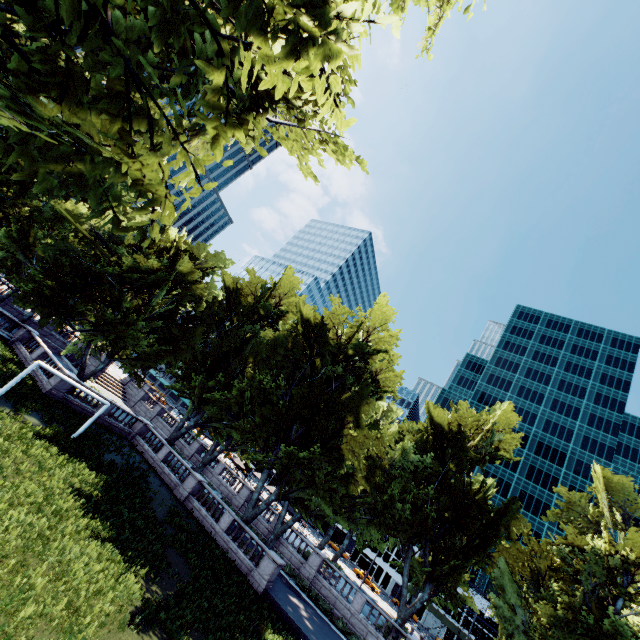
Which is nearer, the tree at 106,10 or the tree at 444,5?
the tree at 106,10

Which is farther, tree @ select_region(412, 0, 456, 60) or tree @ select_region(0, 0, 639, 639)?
tree @ select_region(412, 0, 456, 60)

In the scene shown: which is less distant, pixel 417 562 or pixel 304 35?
pixel 304 35
